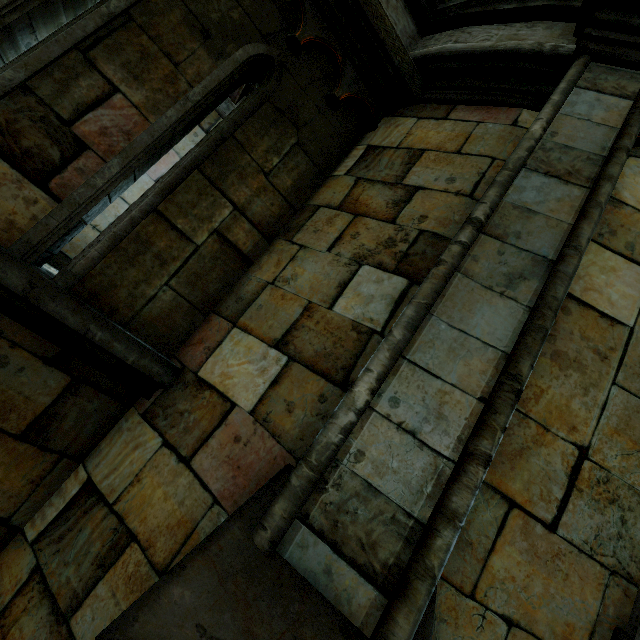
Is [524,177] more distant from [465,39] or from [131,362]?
[131,362]
